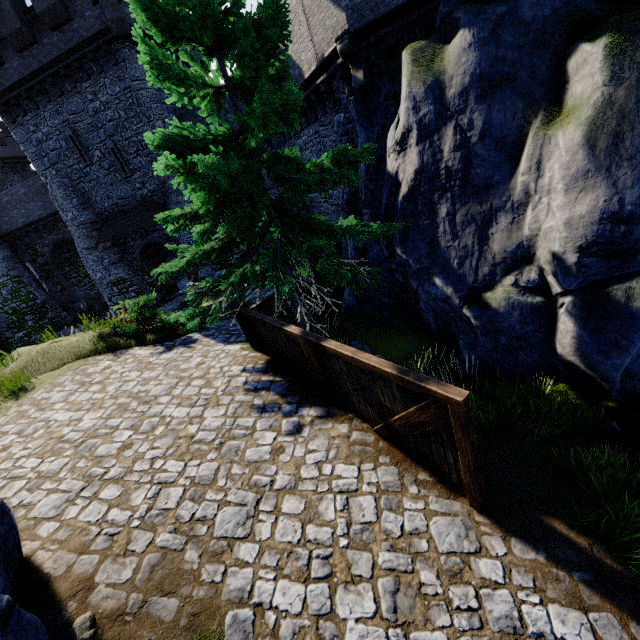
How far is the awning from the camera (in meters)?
20.42

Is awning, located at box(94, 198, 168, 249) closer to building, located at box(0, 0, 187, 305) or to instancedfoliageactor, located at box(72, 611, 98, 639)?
building, located at box(0, 0, 187, 305)

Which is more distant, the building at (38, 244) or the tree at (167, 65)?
the building at (38, 244)

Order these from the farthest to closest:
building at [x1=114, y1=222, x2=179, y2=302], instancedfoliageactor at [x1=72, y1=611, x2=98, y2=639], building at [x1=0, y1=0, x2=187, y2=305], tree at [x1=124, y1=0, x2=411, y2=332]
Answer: building at [x1=114, y1=222, x2=179, y2=302], building at [x1=0, y1=0, x2=187, y2=305], tree at [x1=124, y1=0, x2=411, y2=332], instancedfoliageactor at [x1=72, y1=611, x2=98, y2=639]

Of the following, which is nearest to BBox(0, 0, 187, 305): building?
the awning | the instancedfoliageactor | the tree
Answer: the awning

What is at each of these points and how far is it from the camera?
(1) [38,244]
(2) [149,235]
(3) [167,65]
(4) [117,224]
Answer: (1) building, 27.1 meters
(2) building, 21.9 meters
(3) tree, 6.1 meters
(4) awning, 21.2 meters

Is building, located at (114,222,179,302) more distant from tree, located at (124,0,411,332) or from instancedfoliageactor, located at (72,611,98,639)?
instancedfoliageactor, located at (72,611,98,639)

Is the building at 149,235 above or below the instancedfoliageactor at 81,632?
above
